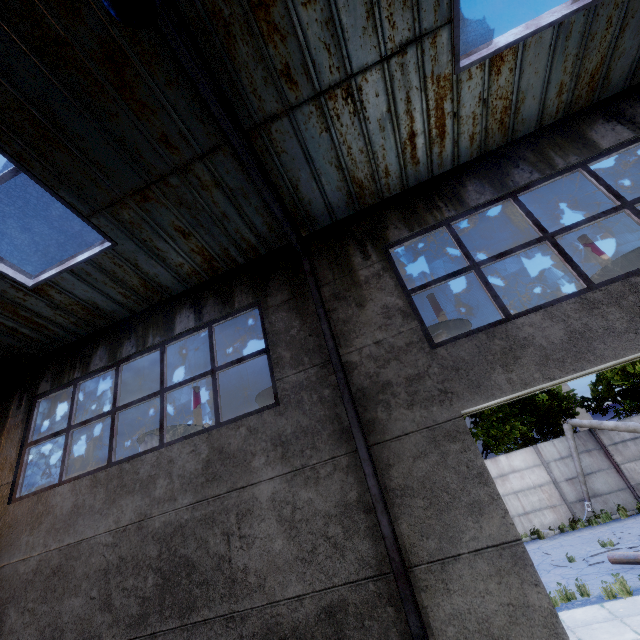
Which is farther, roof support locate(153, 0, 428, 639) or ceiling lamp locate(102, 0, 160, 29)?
roof support locate(153, 0, 428, 639)

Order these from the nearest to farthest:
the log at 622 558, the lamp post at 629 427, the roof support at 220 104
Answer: the roof support at 220 104 < the log at 622 558 < the lamp post at 629 427

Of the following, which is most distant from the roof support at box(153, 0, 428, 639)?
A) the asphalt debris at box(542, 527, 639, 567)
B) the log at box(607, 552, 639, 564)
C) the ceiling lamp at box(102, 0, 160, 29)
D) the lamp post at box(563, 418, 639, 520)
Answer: the lamp post at box(563, 418, 639, 520)

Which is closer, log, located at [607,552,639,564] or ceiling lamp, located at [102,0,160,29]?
ceiling lamp, located at [102,0,160,29]

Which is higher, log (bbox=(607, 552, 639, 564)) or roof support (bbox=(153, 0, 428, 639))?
roof support (bbox=(153, 0, 428, 639))

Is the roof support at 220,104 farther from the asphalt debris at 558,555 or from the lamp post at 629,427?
the lamp post at 629,427

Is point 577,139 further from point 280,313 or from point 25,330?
point 25,330

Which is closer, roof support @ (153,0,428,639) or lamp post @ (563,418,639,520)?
roof support @ (153,0,428,639)
